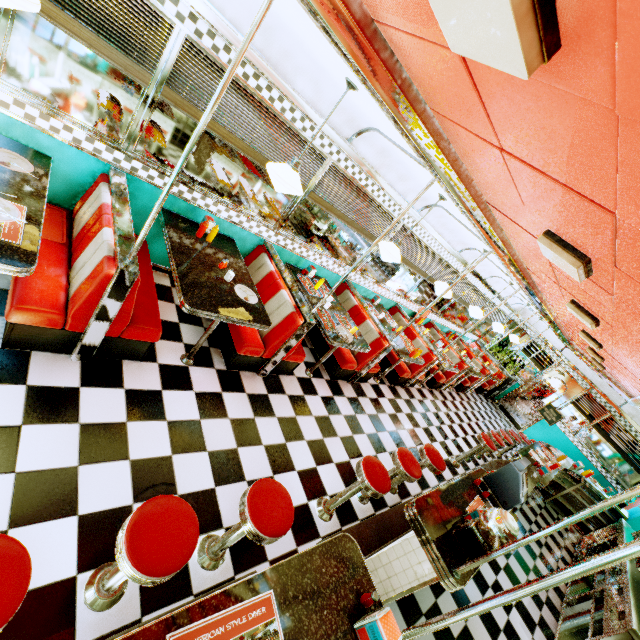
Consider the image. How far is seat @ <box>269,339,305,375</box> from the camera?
4.2m

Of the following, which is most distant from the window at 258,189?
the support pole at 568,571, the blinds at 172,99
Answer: the support pole at 568,571

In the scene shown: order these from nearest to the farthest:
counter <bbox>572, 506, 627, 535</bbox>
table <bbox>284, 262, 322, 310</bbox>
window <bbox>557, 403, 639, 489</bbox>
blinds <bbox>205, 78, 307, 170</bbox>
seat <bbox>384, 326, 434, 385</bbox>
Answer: blinds <bbox>205, 78, 307, 170</bbox> < table <bbox>284, 262, 322, 310</bbox> < seat <bbox>384, 326, 434, 385</bbox> < counter <bbox>572, 506, 627, 535</bbox> < window <bbox>557, 403, 639, 489</bbox>

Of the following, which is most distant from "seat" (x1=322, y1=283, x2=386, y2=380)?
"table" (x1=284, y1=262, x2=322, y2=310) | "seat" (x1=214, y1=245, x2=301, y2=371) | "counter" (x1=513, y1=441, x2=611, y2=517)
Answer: "counter" (x1=513, y1=441, x2=611, y2=517)

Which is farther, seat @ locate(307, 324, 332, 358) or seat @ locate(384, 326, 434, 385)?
seat @ locate(384, 326, 434, 385)

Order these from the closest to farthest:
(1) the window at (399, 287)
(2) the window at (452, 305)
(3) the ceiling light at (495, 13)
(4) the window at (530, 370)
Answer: (3) the ceiling light at (495, 13), (1) the window at (399, 287), (2) the window at (452, 305), (4) the window at (530, 370)

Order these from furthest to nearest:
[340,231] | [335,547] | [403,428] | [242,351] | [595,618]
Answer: [403,428] → [340,231] → [595,618] → [242,351] → [335,547]

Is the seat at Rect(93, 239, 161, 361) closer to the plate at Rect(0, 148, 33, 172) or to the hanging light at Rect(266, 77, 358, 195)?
the plate at Rect(0, 148, 33, 172)
